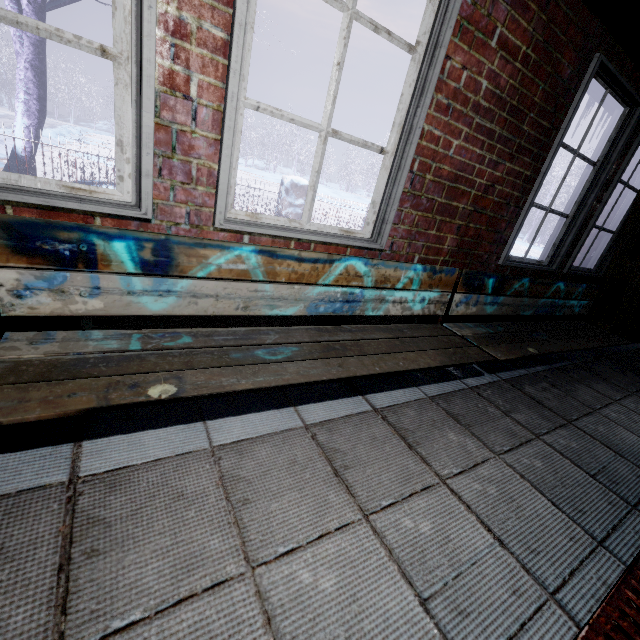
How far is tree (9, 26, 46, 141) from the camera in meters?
4.1

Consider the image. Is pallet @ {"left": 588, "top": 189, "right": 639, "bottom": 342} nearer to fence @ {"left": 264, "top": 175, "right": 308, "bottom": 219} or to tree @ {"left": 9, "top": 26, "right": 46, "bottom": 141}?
tree @ {"left": 9, "top": 26, "right": 46, "bottom": 141}

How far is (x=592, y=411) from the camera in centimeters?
189cm

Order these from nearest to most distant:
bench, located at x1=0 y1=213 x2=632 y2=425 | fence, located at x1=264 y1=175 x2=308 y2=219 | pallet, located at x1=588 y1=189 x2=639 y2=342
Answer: bench, located at x1=0 y1=213 x2=632 y2=425 < pallet, located at x1=588 y1=189 x2=639 y2=342 < fence, located at x1=264 y1=175 x2=308 y2=219

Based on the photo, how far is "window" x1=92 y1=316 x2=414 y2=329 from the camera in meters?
1.3 m

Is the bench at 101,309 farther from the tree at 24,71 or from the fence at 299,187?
the fence at 299,187

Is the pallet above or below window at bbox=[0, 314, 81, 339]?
above

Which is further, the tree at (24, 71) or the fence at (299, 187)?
the fence at (299, 187)
